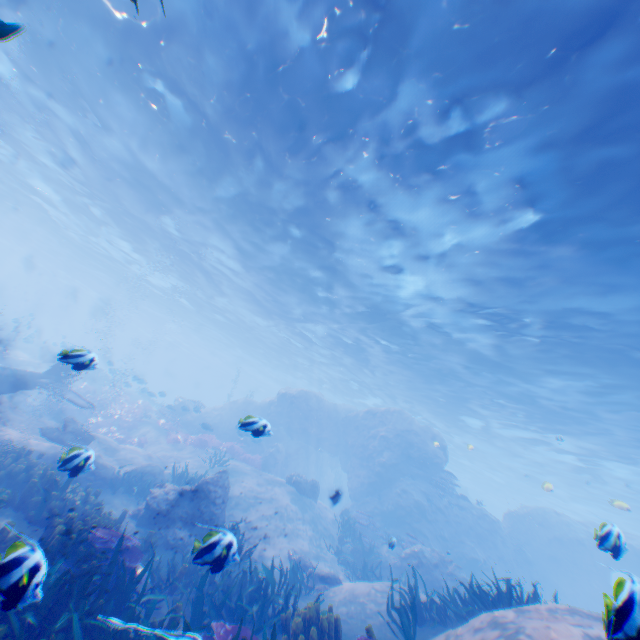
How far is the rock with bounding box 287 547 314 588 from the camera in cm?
1031

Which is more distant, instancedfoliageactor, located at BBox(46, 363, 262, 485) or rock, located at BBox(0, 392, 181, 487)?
instancedfoliageactor, located at BBox(46, 363, 262, 485)

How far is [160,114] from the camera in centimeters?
1262cm

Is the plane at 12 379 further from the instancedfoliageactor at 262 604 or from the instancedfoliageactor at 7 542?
the instancedfoliageactor at 262 604

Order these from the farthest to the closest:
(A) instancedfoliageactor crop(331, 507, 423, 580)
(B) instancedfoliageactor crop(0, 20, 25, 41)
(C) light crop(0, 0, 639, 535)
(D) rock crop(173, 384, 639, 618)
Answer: (D) rock crop(173, 384, 639, 618)
(A) instancedfoliageactor crop(331, 507, 423, 580)
(C) light crop(0, 0, 639, 535)
(B) instancedfoliageactor crop(0, 20, 25, 41)

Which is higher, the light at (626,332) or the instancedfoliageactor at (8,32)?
the light at (626,332)

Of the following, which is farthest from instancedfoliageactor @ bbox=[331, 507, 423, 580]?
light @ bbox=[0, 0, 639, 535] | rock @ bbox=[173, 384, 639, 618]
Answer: light @ bbox=[0, 0, 639, 535]

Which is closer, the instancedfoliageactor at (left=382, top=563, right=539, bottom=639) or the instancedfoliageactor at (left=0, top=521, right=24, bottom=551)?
the instancedfoliageactor at (left=0, top=521, right=24, bottom=551)
